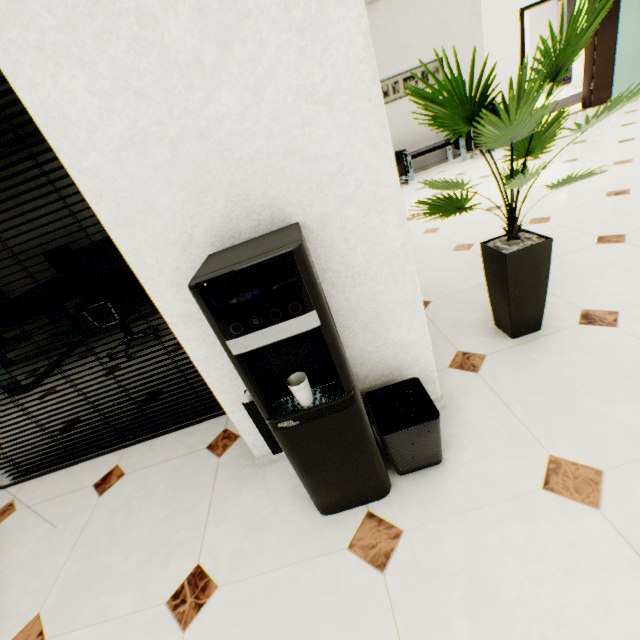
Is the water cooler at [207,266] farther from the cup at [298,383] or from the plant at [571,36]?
the plant at [571,36]

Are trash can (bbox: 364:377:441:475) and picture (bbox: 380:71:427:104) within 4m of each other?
no

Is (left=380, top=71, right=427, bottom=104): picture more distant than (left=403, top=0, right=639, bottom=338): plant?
Yes

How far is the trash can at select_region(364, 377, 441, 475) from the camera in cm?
124

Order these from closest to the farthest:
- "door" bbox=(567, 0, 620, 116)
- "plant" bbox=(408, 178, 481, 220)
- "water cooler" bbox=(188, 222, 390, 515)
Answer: "water cooler" bbox=(188, 222, 390, 515) → "plant" bbox=(408, 178, 481, 220) → "door" bbox=(567, 0, 620, 116)

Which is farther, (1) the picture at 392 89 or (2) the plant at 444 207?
(1) the picture at 392 89

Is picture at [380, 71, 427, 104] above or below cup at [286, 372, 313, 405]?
above

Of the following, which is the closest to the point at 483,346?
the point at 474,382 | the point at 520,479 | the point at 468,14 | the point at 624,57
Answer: the point at 474,382
